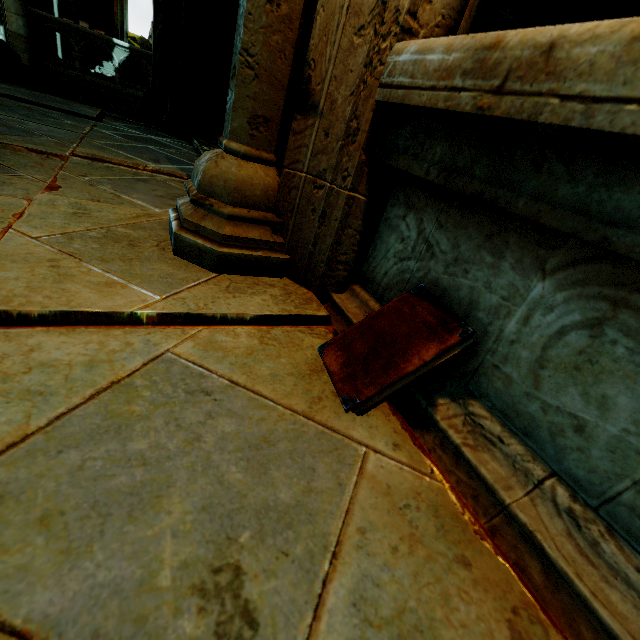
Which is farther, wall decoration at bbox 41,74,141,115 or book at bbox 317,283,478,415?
wall decoration at bbox 41,74,141,115

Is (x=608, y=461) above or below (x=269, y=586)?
above

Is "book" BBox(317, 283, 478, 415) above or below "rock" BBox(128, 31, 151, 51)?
below

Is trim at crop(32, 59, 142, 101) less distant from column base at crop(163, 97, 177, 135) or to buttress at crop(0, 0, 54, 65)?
buttress at crop(0, 0, 54, 65)

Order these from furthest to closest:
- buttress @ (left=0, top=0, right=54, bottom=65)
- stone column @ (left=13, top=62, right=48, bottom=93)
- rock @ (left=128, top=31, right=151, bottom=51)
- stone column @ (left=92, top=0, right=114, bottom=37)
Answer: rock @ (left=128, top=31, right=151, bottom=51) → stone column @ (left=92, top=0, right=114, bottom=37) → stone column @ (left=13, top=62, right=48, bottom=93) → buttress @ (left=0, top=0, right=54, bottom=65)

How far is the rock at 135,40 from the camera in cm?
3005

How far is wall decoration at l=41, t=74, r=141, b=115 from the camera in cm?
1002

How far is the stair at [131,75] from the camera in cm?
1393
